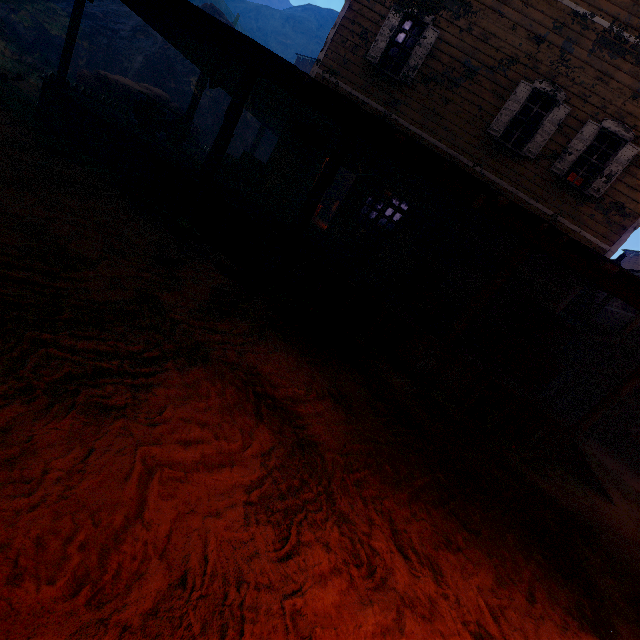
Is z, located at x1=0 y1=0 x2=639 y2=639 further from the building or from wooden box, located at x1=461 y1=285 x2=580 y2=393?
wooden box, located at x1=461 y1=285 x2=580 y2=393

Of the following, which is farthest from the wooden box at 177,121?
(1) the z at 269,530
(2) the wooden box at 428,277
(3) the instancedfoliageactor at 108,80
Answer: (2) the wooden box at 428,277

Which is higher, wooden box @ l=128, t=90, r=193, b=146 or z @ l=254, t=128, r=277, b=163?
z @ l=254, t=128, r=277, b=163

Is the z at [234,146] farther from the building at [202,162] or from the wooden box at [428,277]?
the wooden box at [428,277]

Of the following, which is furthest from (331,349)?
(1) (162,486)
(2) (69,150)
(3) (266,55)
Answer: (2) (69,150)

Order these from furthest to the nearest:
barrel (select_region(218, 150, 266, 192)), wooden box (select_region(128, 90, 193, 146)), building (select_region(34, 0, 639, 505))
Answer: barrel (select_region(218, 150, 266, 192)), wooden box (select_region(128, 90, 193, 146)), building (select_region(34, 0, 639, 505))

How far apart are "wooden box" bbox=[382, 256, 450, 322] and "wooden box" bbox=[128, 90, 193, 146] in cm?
762

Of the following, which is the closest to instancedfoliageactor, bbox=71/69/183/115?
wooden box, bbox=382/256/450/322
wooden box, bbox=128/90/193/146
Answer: wooden box, bbox=128/90/193/146
